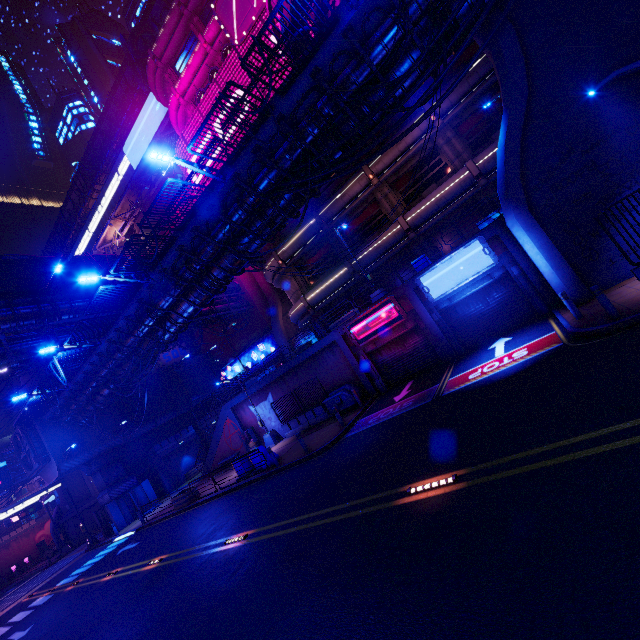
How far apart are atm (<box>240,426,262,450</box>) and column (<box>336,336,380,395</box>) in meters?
10.6 m

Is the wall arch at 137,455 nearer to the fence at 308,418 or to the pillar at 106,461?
the pillar at 106,461

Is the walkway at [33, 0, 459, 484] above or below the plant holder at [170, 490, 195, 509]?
above

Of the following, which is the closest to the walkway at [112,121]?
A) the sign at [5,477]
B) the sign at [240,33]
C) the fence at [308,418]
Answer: the sign at [240,33]

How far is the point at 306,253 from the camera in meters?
27.5 m

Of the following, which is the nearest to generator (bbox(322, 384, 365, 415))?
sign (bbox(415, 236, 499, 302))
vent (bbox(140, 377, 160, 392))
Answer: sign (bbox(415, 236, 499, 302))

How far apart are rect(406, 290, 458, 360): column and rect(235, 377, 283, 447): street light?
13.47m

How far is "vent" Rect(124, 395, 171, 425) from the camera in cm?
3584
